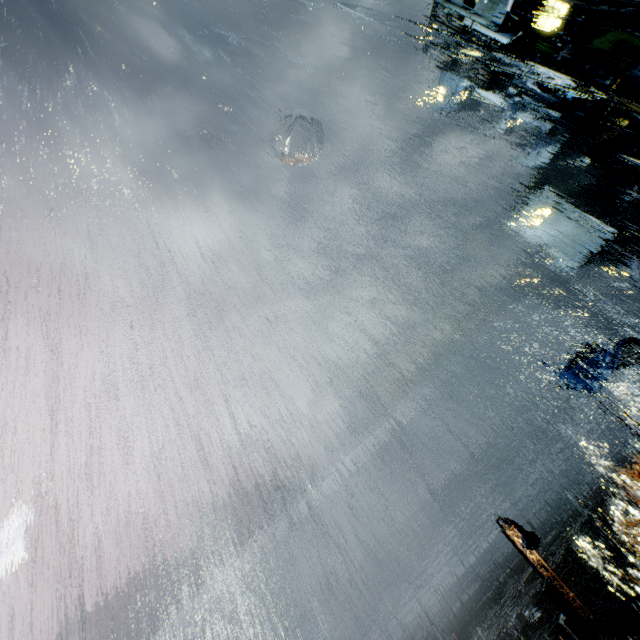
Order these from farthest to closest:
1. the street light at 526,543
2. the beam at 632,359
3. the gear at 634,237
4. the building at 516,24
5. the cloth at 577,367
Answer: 1. the building at 516,24
2. the gear at 634,237
3. the cloth at 577,367
4. the beam at 632,359
5. the street light at 526,543

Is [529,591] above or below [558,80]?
below

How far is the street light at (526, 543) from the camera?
13.4 meters

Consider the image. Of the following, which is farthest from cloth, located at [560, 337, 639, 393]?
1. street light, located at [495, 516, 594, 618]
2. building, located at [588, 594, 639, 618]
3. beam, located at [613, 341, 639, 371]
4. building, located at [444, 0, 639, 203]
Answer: building, located at [444, 0, 639, 203]

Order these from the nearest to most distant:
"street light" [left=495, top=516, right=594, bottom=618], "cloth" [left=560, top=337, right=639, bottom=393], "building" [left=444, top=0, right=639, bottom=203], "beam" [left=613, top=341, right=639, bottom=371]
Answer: "street light" [left=495, top=516, right=594, bottom=618] → "beam" [left=613, top=341, right=639, bottom=371] → "cloth" [left=560, top=337, right=639, bottom=393] → "building" [left=444, top=0, right=639, bottom=203]

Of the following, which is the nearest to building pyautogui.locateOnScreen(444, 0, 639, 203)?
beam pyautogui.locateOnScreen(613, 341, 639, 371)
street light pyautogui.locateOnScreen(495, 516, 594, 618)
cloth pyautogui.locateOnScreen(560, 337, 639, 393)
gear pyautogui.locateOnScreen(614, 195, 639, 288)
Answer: gear pyautogui.locateOnScreen(614, 195, 639, 288)

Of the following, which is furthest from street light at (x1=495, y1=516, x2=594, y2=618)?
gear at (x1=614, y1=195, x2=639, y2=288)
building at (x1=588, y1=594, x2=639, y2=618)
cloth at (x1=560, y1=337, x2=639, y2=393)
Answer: gear at (x1=614, y1=195, x2=639, y2=288)

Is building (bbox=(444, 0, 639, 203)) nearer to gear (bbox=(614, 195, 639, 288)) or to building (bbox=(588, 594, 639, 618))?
gear (bbox=(614, 195, 639, 288))
